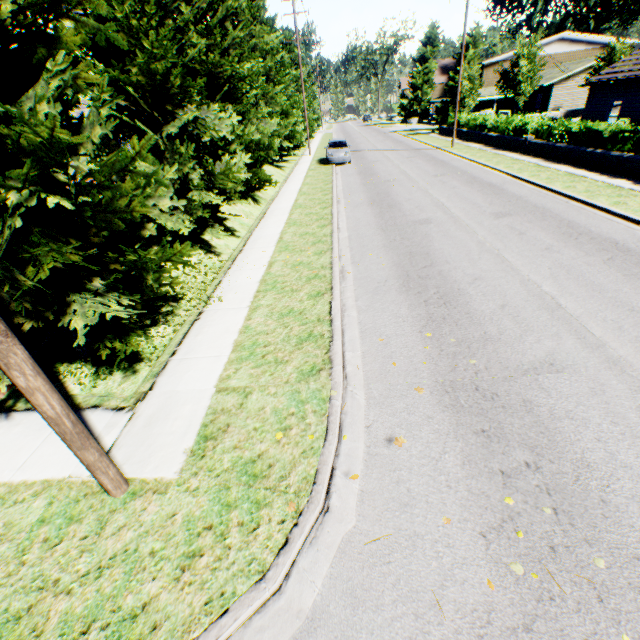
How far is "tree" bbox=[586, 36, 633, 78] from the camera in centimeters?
3139cm

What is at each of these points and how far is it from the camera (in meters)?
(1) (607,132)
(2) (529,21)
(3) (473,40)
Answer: (1) hedge, 14.83
(2) plant, 58.72
(3) plant, 35.88

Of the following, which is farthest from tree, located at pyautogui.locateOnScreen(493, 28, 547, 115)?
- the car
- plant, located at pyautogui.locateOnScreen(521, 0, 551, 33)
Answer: plant, located at pyautogui.locateOnScreen(521, 0, 551, 33)

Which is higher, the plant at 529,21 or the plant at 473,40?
the plant at 529,21

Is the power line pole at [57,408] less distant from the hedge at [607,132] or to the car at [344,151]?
the car at [344,151]

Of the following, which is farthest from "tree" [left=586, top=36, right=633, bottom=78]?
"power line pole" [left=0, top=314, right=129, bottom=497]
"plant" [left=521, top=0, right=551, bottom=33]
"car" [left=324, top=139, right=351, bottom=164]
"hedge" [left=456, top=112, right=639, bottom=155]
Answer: "hedge" [left=456, top=112, right=639, bottom=155]

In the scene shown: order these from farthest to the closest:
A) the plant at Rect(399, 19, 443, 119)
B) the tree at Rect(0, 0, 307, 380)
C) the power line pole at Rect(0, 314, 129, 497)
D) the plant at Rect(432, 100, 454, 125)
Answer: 1. the plant at Rect(399, 19, 443, 119)
2. the plant at Rect(432, 100, 454, 125)
3. the tree at Rect(0, 0, 307, 380)
4. the power line pole at Rect(0, 314, 129, 497)
